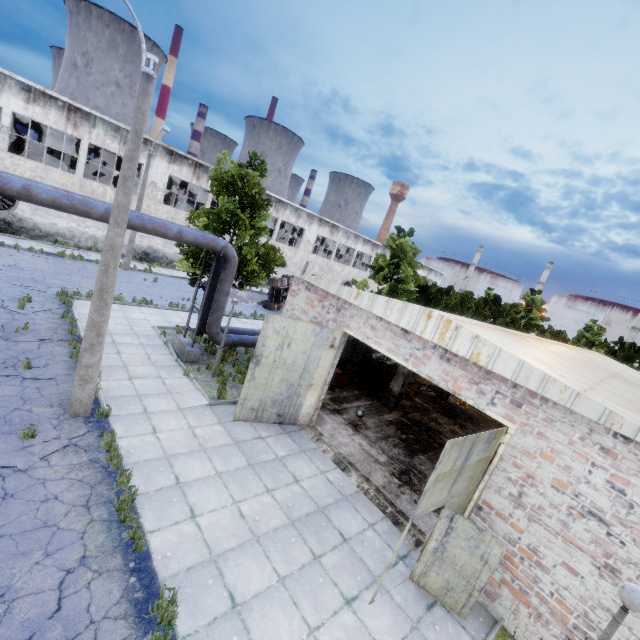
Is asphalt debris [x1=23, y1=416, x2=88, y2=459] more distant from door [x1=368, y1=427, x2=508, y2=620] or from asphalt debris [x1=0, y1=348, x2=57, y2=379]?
door [x1=368, y1=427, x2=508, y2=620]

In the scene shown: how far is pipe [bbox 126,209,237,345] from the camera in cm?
1080

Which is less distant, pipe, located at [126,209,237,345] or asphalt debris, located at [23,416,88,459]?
asphalt debris, located at [23,416,88,459]

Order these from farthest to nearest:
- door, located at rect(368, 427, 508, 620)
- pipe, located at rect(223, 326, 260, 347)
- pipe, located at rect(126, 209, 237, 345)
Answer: pipe, located at rect(223, 326, 260, 347), pipe, located at rect(126, 209, 237, 345), door, located at rect(368, 427, 508, 620)

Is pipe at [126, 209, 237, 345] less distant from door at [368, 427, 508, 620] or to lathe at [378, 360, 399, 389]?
lathe at [378, 360, 399, 389]

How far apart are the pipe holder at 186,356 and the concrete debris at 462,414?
13.5m

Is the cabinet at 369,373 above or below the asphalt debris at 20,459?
above

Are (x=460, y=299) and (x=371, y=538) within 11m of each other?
no
